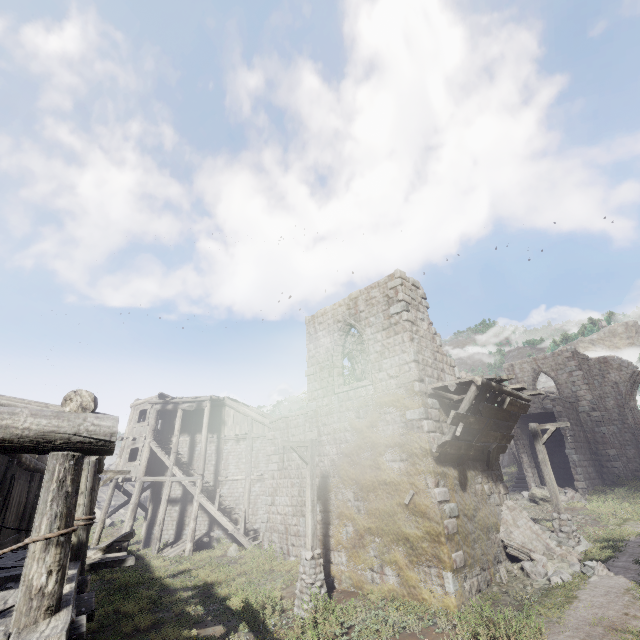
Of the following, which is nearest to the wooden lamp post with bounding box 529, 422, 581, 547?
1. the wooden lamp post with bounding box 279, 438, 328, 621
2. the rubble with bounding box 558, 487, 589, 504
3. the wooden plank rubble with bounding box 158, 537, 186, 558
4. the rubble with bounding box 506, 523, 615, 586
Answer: the rubble with bounding box 506, 523, 615, 586

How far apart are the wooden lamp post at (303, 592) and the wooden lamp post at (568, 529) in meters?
9.4 m

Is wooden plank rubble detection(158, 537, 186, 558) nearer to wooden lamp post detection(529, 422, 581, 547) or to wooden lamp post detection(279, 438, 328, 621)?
wooden lamp post detection(279, 438, 328, 621)

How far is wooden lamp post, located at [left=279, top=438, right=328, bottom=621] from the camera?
9.61m

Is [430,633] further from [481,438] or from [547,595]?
[481,438]

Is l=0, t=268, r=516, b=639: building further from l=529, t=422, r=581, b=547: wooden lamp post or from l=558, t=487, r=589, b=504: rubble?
l=529, t=422, r=581, b=547: wooden lamp post

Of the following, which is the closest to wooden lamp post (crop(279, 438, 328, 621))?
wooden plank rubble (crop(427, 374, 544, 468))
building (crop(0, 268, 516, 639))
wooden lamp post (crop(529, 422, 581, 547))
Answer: building (crop(0, 268, 516, 639))

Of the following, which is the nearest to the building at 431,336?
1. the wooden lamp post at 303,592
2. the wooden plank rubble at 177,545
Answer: the wooden plank rubble at 177,545
